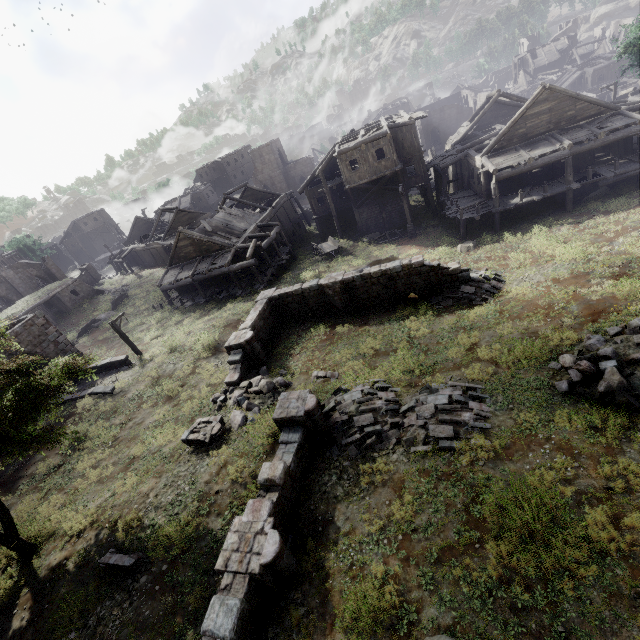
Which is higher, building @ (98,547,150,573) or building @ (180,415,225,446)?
building @ (98,547,150,573)

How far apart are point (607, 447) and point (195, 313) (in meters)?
29.00

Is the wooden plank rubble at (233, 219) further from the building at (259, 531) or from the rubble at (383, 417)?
the rubble at (383, 417)

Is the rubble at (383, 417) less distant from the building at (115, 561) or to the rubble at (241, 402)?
the building at (115, 561)

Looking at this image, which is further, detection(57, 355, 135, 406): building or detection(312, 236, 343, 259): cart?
detection(312, 236, 343, 259): cart

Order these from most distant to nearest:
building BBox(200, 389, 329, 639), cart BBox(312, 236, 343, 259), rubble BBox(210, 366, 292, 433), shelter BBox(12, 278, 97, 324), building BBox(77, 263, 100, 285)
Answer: building BBox(77, 263, 100, 285), shelter BBox(12, 278, 97, 324), cart BBox(312, 236, 343, 259), rubble BBox(210, 366, 292, 433), building BBox(200, 389, 329, 639)

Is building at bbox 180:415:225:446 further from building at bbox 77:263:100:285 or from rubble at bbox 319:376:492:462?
building at bbox 77:263:100:285

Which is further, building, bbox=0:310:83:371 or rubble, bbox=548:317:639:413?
building, bbox=0:310:83:371
